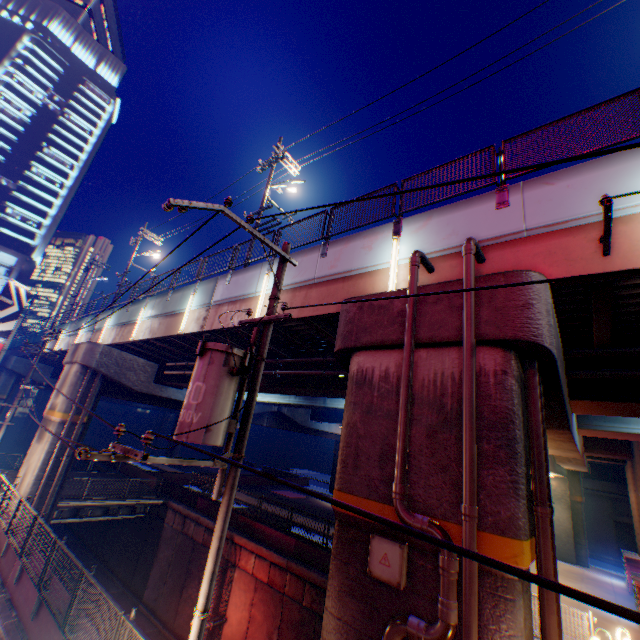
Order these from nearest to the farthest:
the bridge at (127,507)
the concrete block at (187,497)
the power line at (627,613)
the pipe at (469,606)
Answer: the power line at (627,613), the pipe at (469,606), the bridge at (127,507), the concrete block at (187,497)

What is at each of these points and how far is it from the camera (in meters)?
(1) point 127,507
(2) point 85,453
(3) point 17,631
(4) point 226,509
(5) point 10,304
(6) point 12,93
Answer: (1) bridge, 23.70
(2) electric pole, 4.05
(3) concrete curb, 8.40
(4) electric pole, 5.46
(5) billboard, 26.05
(6) building, 48.06

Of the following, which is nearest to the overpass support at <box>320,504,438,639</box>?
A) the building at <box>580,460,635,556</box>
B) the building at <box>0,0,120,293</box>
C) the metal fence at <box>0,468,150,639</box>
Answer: the metal fence at <box>0,468,150,639</box>

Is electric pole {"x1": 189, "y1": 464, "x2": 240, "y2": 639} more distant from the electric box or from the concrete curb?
the electric box

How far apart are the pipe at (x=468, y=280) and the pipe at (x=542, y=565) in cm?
88

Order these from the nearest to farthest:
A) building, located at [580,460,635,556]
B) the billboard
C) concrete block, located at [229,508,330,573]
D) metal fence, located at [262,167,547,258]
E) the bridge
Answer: metal fence, located at [262,167,547,258], concrete block, located at [229,508,330,573], the bridge, the billboard, building, located at [580,460,635,556]

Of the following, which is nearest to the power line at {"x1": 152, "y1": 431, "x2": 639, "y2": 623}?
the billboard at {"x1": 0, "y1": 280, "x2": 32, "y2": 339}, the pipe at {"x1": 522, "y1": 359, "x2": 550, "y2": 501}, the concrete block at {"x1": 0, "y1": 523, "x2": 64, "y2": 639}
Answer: the pipe at {"x1": 522, "y1": 359, "x2": 550, "y2": 501}

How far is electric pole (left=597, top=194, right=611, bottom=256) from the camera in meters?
4.6 m
